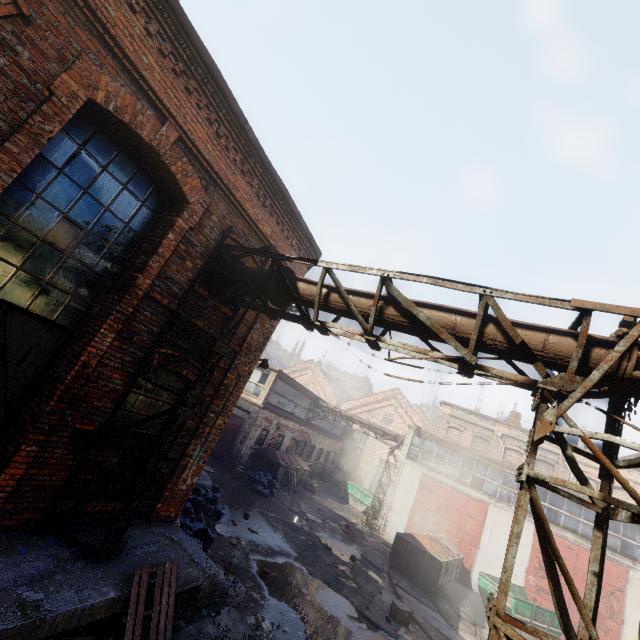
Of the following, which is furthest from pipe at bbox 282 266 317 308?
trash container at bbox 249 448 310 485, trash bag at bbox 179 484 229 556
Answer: trash container at bbox 249 448 310 485

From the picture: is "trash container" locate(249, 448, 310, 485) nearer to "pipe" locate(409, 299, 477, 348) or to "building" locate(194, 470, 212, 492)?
"building" locate(194, 470, 212, 492)

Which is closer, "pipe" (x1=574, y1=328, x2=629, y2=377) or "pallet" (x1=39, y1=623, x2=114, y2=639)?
"pipe" (x1=574, y1=328, x2=629, y2=377)

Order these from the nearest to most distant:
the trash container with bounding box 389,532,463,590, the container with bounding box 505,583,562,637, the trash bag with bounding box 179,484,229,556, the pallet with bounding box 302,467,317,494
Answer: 1. the trash bag with bounding box 179,484,229,556
2. the container with bounding box 505,583,562,637
3. the trash container with bounding box 389,532,463,590
4. the pallet with bounding box 302,467,317,494

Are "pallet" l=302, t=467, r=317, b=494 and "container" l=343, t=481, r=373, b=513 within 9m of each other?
yes

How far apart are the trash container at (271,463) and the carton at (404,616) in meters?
10.1 m

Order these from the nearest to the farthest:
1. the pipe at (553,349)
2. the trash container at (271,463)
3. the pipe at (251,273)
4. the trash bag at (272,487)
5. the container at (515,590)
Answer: the pipe at (553,349) < the pipe at (251,273) < the container at (515,590) < the trash bag at (272,487) < the trash container at (271,463)

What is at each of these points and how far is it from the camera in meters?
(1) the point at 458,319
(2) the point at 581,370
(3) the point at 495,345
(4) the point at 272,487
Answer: (1) pipe, 4.3
(2) pipe, 3.7
(3) pipe, 4.1
(4) trash bag, 16.7
